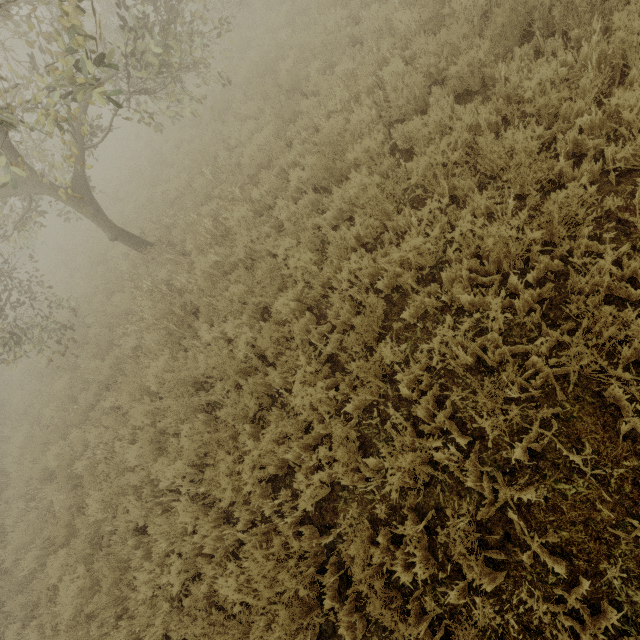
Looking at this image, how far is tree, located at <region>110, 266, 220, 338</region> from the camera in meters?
6.7

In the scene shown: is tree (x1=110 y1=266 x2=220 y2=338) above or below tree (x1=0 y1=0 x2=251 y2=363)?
below

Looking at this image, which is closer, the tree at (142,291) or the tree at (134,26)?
the tree at (134,26)

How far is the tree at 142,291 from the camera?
6.7 meters

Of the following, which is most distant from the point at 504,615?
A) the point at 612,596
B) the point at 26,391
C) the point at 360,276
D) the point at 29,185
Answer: the point at 26,391

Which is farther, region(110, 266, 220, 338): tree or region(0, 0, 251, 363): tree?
region(110, 266, 220, 338): tree
